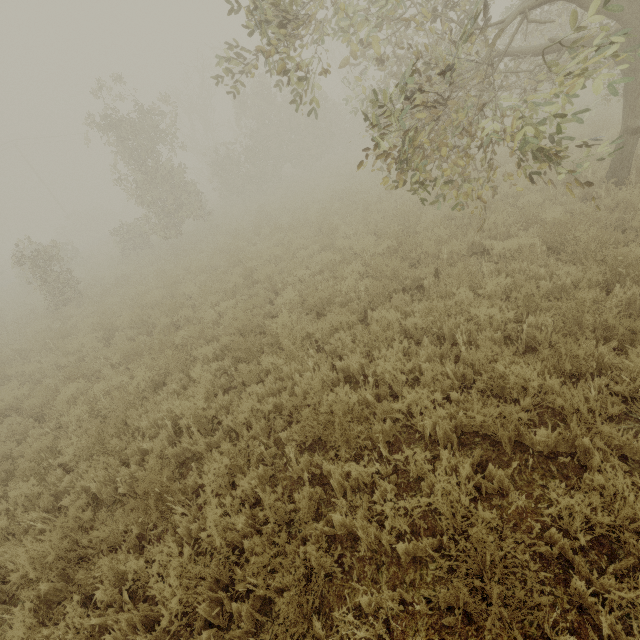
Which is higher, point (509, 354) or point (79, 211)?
point (79, 211)
